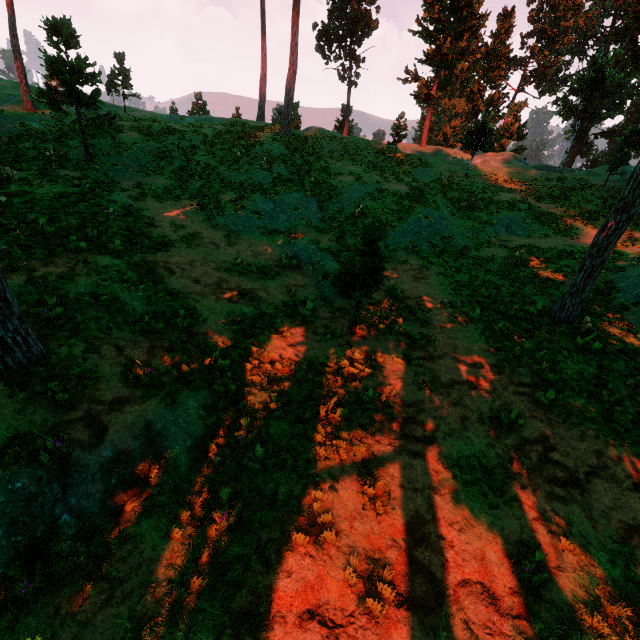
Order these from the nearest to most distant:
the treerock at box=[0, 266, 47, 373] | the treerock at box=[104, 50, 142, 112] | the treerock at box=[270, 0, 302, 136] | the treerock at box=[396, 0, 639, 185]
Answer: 1. the treerock at box=[0, 266, 47, 373]
2. the treerock at box=[270, 0, 302, 136]
3. the treerock at box=[396, 0, 639, 185]
4. the treerock at box=[104, 50, 142, 112]

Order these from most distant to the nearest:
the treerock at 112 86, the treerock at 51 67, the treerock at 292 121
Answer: the treerock at 112 86 < the treerock at 292 121 < the treerock at 51 67

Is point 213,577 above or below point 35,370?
below

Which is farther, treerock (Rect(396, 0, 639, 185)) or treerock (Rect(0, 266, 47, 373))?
treerock (Rect(396, 0, 639, 185))

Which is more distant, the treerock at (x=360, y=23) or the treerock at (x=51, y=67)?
the treerock at (x=360, y=23)

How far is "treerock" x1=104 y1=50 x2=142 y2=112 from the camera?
38.03m
